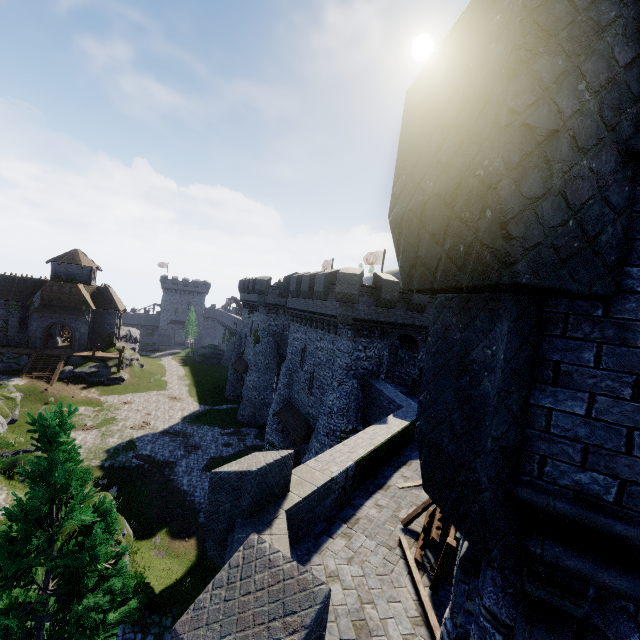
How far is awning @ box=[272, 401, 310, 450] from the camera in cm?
2252

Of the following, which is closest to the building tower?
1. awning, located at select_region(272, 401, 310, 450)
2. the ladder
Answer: the ladder

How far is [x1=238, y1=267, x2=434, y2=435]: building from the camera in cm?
2028

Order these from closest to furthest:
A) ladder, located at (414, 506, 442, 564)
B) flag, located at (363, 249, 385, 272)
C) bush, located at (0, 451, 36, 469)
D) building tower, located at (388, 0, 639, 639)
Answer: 1. building tower, located at (388, 0, 639, 639)
2. ladder, located at (414, 506, 442, 564)
3. bush, located at (0, 451, 36, 469)
4. flag, located at (363, 249, 385, 272)

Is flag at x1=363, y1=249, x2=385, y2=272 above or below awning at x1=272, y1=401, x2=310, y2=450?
above

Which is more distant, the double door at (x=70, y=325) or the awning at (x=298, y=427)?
the double door at (x=70, y=325)

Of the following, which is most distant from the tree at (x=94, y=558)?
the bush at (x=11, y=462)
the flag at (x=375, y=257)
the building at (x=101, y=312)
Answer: the building at (x=101, y=312)

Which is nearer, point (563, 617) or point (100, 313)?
point (563, 617)
